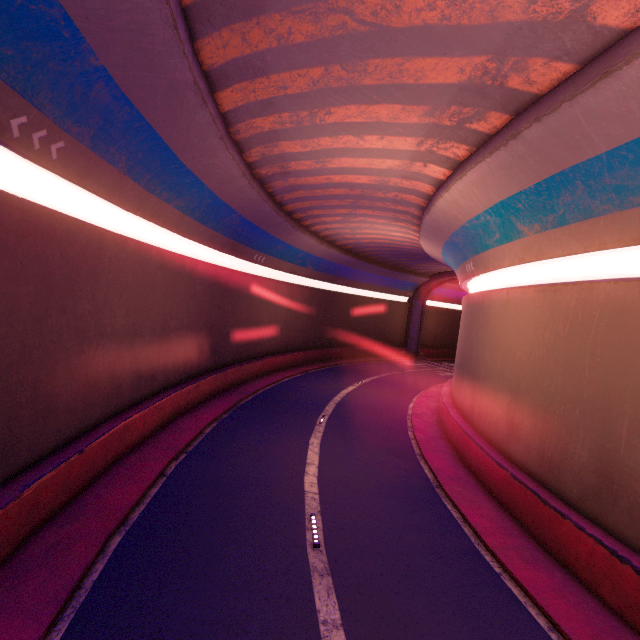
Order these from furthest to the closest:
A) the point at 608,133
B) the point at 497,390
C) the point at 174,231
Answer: the point at 174,231
the point at 497,390
the point at 608,133
